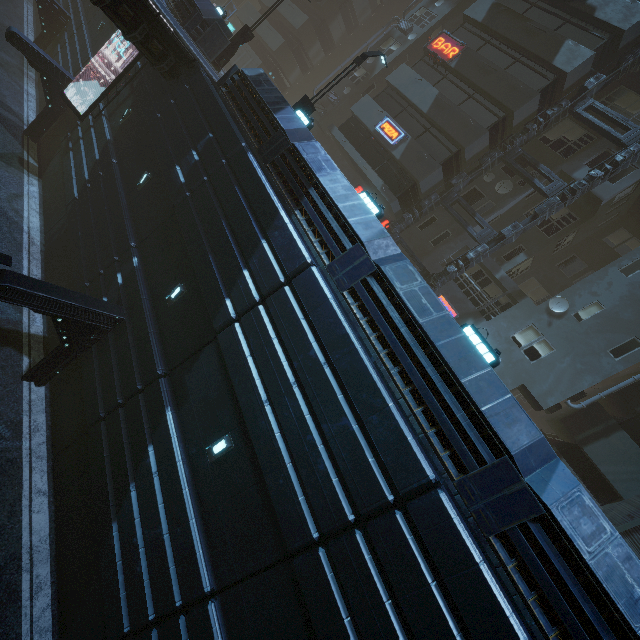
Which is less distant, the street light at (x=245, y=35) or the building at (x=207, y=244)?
the building at (x=207, y=244)

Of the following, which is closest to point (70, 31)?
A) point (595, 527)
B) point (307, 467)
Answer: point (307, 467)

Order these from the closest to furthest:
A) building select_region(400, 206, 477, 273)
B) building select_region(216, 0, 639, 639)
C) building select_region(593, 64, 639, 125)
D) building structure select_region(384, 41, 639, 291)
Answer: building select_region(216, 0, 639, 639) → building structure select_region(384, 41, 639, 291) → building select_region(593, 64, 639, 125) → building select_region(400, 206, 477, 273)

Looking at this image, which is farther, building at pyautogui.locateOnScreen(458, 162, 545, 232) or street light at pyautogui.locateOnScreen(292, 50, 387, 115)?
building at pyautogui.locateOnScreen(458, 162, 545, 232)

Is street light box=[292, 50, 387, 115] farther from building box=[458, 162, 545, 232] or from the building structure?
the building structure

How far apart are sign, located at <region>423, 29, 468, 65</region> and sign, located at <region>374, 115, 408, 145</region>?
4.4 meters

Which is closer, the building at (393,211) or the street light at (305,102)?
the building at (393,211)

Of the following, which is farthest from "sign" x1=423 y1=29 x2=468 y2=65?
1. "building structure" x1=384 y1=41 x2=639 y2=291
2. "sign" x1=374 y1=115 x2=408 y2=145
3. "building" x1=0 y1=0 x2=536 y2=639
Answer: "building structure" x1=384 y1=41 x2=639 y2=291
